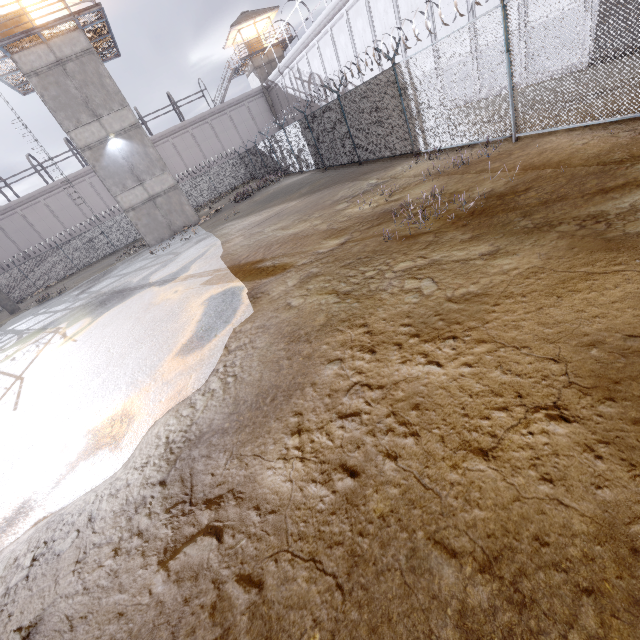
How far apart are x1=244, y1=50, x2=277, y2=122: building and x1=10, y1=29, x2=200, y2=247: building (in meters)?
23.62

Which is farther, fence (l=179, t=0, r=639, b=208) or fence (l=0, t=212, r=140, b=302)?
fence (l=0, t=212, r=140, b=302)

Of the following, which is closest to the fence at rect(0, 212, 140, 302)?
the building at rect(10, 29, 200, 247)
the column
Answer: the column

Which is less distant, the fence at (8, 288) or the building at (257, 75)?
the fence at (8, 288)

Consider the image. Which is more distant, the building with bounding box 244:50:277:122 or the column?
the building with bounding box 244:50:277:122

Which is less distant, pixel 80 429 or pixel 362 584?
pixel 362 584

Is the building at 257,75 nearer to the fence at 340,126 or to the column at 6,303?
the fence at 340,126

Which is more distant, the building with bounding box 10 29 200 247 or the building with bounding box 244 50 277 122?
the building with bounding box 244 50 277 122
